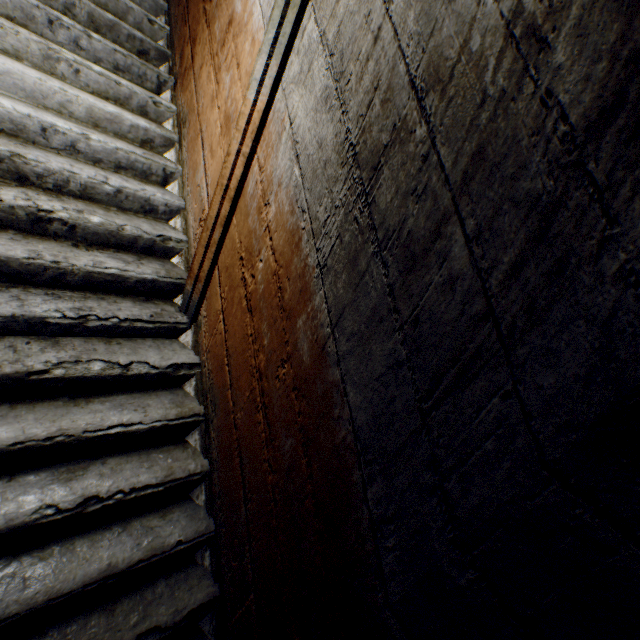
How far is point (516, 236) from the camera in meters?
0.7
